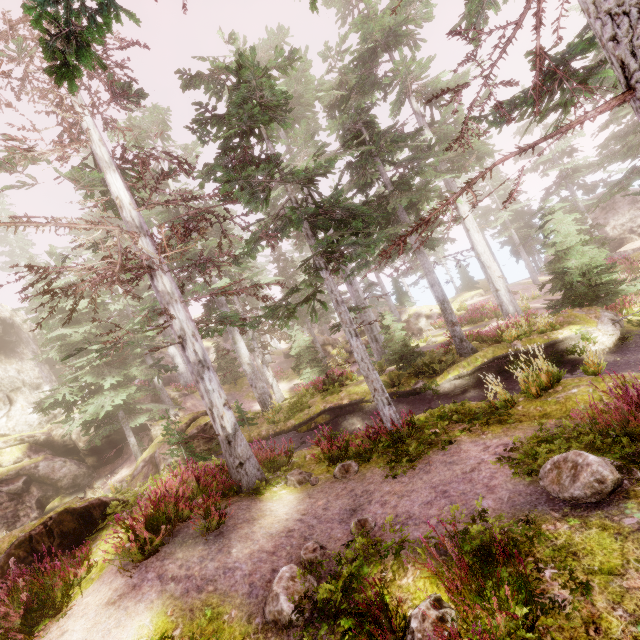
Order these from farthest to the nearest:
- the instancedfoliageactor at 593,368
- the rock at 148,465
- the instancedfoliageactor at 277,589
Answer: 1. the rock at 148,465
2. the instancedfoliageactor at 593,368
3. the instancedfoliageactor at 277,589

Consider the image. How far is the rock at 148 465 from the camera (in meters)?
17.95

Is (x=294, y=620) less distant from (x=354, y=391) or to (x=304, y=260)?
(x=304, y=260)

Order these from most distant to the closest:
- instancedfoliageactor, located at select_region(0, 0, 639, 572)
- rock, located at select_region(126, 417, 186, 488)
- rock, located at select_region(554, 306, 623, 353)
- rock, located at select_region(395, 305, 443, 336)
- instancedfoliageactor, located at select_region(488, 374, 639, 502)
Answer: rock, located at select_region(395, 305, 443, 336)
rock, located at select_region(126, 417, 186, 488)
rock, located at select_region(554, 306, 623, 353)
instancedfoliageactor, located at select_region(0, 0, 639, 572)
instancedfoliageactor, located at select_region(488, 374, 639, 502)

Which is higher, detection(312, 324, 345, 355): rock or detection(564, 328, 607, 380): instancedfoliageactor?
detection(312, 324, 345, 355): rock

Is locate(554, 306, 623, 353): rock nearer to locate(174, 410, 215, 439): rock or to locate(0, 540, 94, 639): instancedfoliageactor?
locate(0, 540, 94, 639): instancedfoliageactor

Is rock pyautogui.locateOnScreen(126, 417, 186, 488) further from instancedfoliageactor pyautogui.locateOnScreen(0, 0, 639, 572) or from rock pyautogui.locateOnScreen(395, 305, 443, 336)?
rock pyautogui.locateOnScreen(395, 305, 443, 336)
